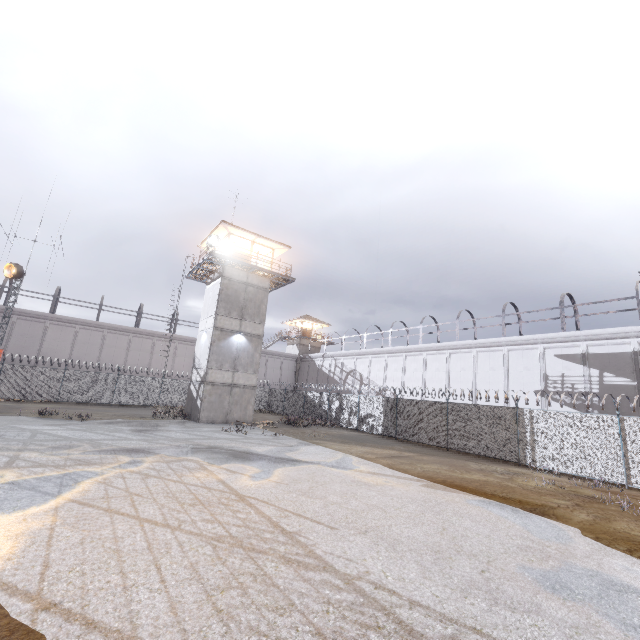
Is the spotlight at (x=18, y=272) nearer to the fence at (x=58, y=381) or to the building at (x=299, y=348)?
the fence at (x=58, y=381)

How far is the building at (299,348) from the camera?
49.1 meters

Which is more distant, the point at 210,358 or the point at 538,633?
the point at 210,358

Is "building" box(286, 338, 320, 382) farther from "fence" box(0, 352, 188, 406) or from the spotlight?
the spotlight

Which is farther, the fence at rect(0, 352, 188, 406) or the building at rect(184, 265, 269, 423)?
the fence at rect(0, 352, 188, 406)

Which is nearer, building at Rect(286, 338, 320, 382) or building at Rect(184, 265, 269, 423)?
building at Rect(184, 265, 269, 423)

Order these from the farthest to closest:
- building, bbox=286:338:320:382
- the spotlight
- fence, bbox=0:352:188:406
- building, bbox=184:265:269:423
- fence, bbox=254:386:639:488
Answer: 1. building, bbox=286:338:320:382
2. fence, bbox=0:352:188:406
3. building, bbox=184:265:269:423
4. the spotlight
5. fence, bbox=254:386:639:488

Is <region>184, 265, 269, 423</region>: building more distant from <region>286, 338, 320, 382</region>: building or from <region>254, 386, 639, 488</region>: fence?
<region>286, 338, 320, 382</region>: building
